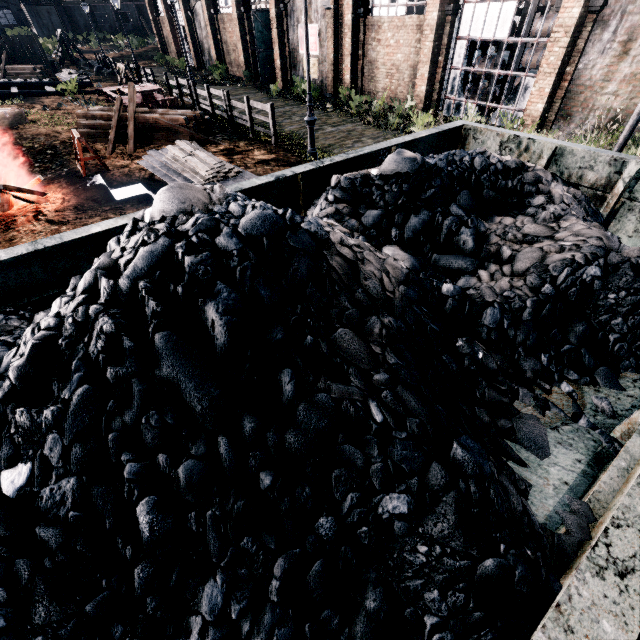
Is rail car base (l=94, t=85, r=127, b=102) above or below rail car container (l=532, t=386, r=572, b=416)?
below

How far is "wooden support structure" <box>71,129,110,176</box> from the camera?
11.3 meters

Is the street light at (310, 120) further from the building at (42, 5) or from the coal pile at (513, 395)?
the building at (42, 5)

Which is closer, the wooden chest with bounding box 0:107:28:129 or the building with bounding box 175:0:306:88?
the wooden chest with bounding box 0:107:28:129

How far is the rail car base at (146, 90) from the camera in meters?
17.7

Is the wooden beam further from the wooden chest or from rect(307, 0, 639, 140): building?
rect(307, 0, 639, 140): building

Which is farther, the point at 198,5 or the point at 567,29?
the point at 198,5

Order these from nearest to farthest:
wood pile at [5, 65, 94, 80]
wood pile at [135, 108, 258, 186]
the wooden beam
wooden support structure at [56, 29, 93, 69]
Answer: the wooden beam
wood pile at [135, 108, 258, 186]
wood pile at [5, 65, 94, 80]
wooden support structure at [56, 29, 93, 69]
